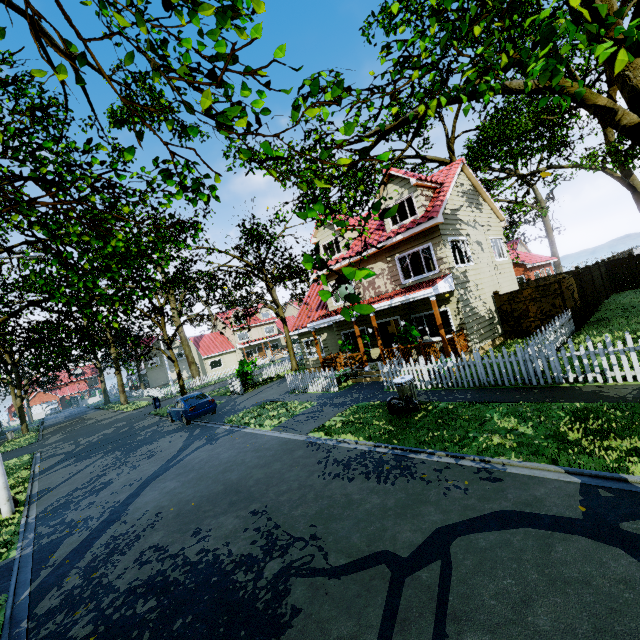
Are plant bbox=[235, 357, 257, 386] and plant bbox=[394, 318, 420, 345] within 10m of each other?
no

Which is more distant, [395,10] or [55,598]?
[55,598]

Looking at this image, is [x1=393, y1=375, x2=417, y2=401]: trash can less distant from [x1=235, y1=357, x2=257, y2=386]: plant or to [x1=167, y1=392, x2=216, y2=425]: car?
[x1=167, y1=392, x2=216, y2=425]: car

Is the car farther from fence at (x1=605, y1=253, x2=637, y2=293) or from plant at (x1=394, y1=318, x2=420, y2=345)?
plant at (x1=394, y1=318, x2=420, y2=345)

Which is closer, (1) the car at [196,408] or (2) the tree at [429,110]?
(2) the tree at [429,110]

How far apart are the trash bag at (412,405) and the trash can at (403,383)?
0.0 meters

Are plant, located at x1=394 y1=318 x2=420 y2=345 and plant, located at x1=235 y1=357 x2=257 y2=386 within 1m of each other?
no

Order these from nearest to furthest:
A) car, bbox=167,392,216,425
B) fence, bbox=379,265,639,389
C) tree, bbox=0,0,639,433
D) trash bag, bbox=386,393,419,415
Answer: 1. tree, bbox=0,0,639,433
2. fence, bbox=379,265,639,389
3. trash bag, bbox=386,393,419,415
4. car, bbox=167,392,216,425
